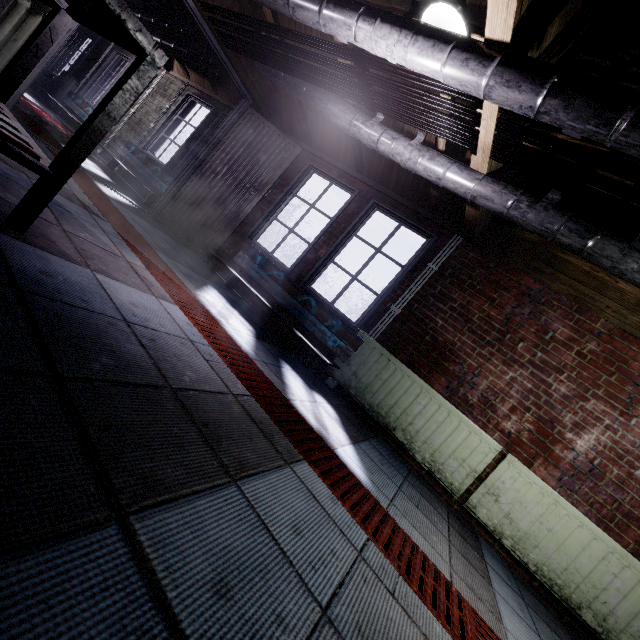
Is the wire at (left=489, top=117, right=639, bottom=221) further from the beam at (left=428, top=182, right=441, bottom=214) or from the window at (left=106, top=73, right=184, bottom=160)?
the window at (left=106, top=73, right=184, bottom=160)

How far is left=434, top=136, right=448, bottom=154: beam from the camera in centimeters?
259cm

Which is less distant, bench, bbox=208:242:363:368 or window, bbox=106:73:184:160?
bench, bbox=208:242:363:368

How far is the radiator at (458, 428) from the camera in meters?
2.7 m

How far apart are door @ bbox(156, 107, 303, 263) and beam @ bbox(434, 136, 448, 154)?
1.82m

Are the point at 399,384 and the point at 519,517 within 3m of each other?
yes

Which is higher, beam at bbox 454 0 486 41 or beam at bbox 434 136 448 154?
beam at bbox 454 0 486 41

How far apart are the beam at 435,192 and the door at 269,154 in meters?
1.8
